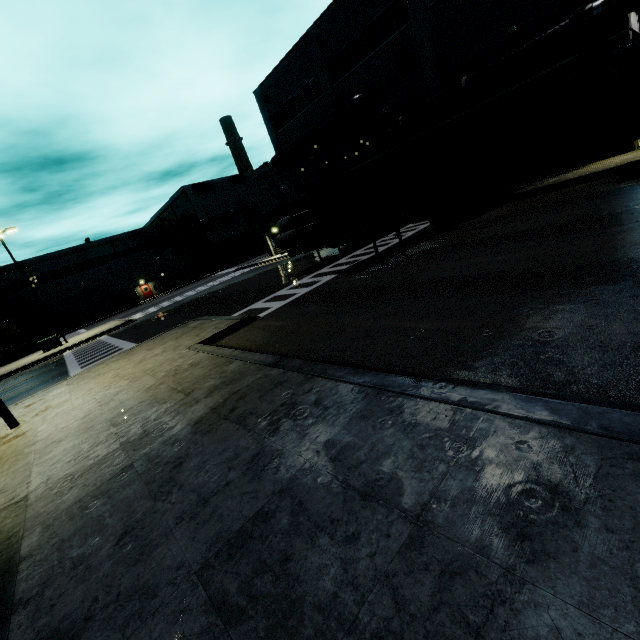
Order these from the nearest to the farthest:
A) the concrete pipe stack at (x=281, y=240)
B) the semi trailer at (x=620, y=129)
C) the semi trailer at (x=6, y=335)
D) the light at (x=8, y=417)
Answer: the light at (x=8, y=417), the semi trailer at (x=620, y=129), the concrete pipe stack at (x=281, y=240), the semi trailer at (x=6, y=335)

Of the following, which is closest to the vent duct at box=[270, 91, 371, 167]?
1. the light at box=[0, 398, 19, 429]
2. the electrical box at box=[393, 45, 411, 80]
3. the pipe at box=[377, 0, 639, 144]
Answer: the pipe at box=[377, 0, 639, 144]

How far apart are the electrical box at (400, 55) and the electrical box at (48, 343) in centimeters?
3253cm

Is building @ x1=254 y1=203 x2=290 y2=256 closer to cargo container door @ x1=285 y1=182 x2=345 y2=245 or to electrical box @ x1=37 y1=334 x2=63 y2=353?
cargo container door @ x1=285 y1=182 x2=345 y2=245

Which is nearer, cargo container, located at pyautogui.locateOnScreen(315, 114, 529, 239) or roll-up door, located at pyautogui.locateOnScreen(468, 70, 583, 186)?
cargo container, located at pyautogui.locateOnScreen(315, 114, 529, 239)

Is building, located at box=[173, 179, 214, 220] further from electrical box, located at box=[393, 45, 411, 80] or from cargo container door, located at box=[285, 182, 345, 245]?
cargo container door, located at box=[285, 182, 345, 245]

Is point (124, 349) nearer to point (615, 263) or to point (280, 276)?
point (280, 276)

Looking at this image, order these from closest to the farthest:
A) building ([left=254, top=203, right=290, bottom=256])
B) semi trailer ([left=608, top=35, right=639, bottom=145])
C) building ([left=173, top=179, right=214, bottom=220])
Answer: semi trailer ([left=608, top=35, right=639, bottom=145]), building ([left=254, top=203, right=290, bottom=256]), building ([left=173, top=179, right=214, bottom=220])
